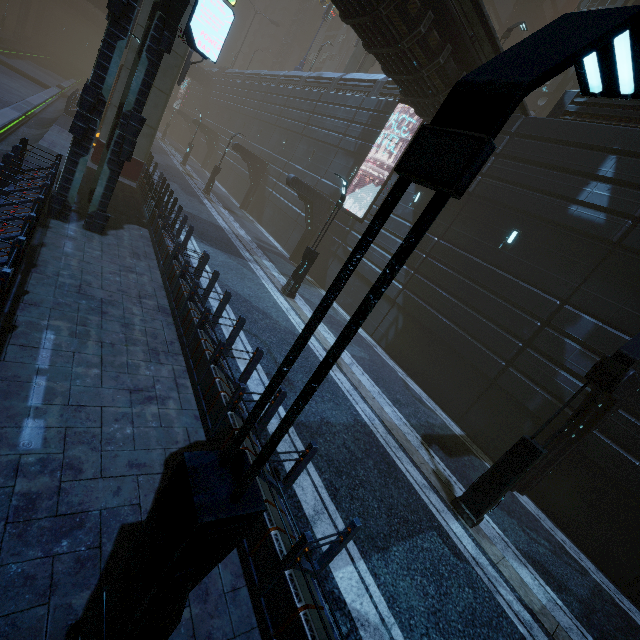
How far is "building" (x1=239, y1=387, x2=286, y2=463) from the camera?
4.68m

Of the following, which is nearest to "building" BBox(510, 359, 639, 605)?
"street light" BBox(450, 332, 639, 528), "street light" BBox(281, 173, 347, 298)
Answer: "street light" BBox(450, 332, 639, 528)

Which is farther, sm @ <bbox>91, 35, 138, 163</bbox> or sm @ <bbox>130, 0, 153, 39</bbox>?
sm @ <bbox>91, 35, 138, 163</bbox>

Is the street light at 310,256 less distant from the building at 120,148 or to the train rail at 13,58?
the building at 120,148

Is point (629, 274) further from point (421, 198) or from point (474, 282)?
point (421, 198)

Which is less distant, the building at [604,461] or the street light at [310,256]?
the building at [604,461]

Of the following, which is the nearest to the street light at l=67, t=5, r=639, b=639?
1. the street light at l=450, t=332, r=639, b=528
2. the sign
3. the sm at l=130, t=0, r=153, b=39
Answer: the street light at l=450, t=332, r=639, b=528
